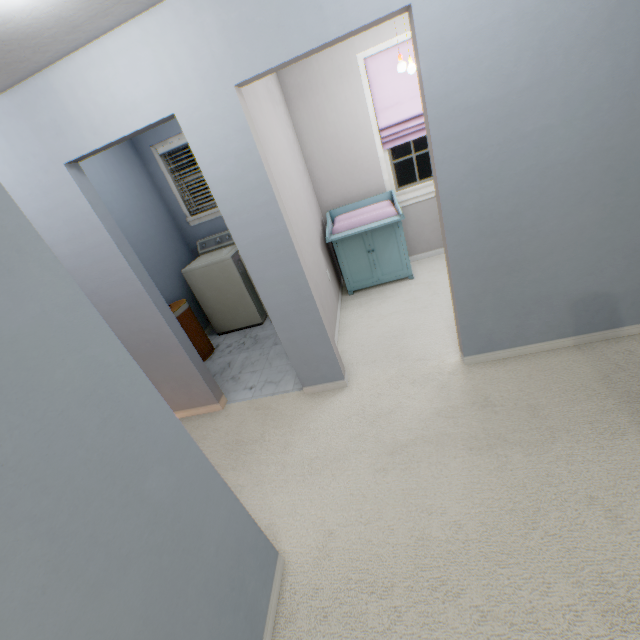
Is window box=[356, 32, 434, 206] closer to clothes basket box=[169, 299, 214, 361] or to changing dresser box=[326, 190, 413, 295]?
changing dresser box=[326, 190, 413, 295]

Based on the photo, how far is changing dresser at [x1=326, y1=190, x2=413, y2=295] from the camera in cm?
344

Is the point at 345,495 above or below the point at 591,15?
below

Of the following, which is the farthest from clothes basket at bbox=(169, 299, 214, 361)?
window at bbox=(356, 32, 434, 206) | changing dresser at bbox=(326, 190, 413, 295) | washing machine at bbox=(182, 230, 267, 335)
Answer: window at bbox=(356, 32, 434, 206)

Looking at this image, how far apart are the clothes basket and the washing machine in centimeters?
33cm

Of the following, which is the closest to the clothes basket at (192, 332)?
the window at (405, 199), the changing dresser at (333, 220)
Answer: the changing dresser at (333, 220)

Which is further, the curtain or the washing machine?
the washing machine

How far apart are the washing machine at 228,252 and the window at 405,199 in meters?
2.0 m
